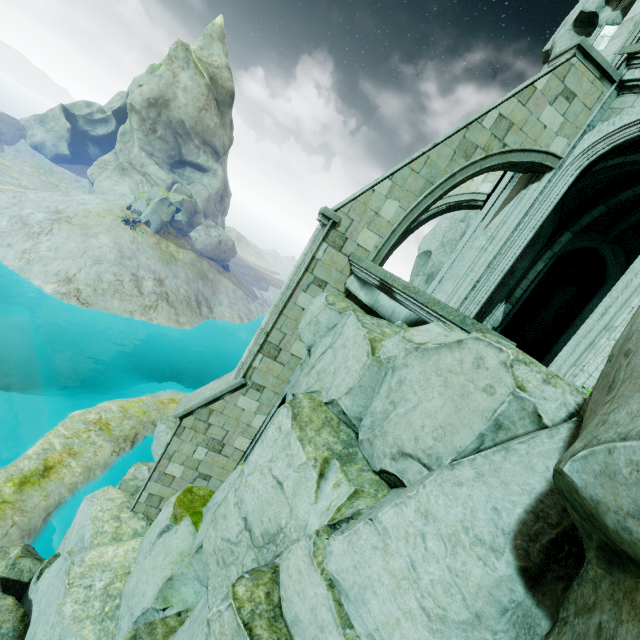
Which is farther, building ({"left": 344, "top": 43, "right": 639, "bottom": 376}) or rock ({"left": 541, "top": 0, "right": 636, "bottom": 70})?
rock ({"left": 541, "top": 0, "right": 636, "bottom": 70})

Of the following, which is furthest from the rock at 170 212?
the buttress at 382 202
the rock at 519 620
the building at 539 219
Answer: the buttress at 382 202

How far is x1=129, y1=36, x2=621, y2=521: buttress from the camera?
7.3m

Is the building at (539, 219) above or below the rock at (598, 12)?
below

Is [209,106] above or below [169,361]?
above

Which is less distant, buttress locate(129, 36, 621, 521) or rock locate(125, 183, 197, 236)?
buttress locate(129, 36, 621, 521)

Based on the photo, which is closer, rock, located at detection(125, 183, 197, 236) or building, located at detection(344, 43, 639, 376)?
building, located at detection(344, 43, 639, 376)

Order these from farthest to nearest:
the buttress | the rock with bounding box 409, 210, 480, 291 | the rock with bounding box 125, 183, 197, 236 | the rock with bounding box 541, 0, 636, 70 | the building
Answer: the rock with bounding box 125, 183, 197, 236 < the rock with bounding box 409, 210, 480, 291 < the rock with bounding box 541, 0, 636, 70 < the buttress < the building
